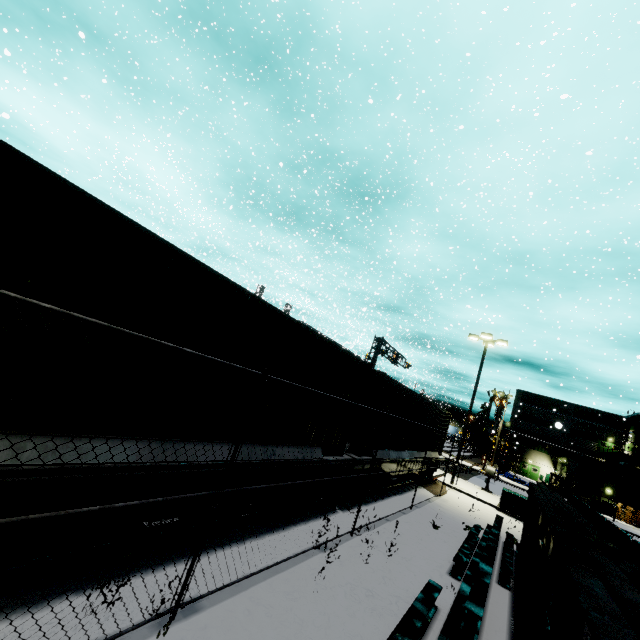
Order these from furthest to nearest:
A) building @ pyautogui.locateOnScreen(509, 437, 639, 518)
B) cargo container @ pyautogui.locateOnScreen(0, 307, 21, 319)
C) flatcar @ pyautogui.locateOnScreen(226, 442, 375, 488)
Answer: building @ pyautogui.locateOnScreen(509, 437, 639, 518), flatcar @ pyautogui.locateOnScreen(226, 442, 375, 488), cargo container @ pyautogui.locateOnScreen(0, 307, 21, 319)

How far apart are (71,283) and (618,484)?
58.18m

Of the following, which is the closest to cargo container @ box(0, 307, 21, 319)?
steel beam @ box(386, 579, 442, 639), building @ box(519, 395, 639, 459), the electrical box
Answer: building @ box(519, 395, 639, 459)

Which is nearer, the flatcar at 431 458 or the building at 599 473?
the flatcar at 431 458

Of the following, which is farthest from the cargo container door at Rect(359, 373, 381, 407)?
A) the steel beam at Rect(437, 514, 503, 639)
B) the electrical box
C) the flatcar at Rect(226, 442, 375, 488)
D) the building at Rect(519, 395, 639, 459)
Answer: the electrical box

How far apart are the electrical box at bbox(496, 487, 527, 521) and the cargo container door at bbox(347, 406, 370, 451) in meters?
13.6

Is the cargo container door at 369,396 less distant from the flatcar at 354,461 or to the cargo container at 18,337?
the cargo container at 18,337
